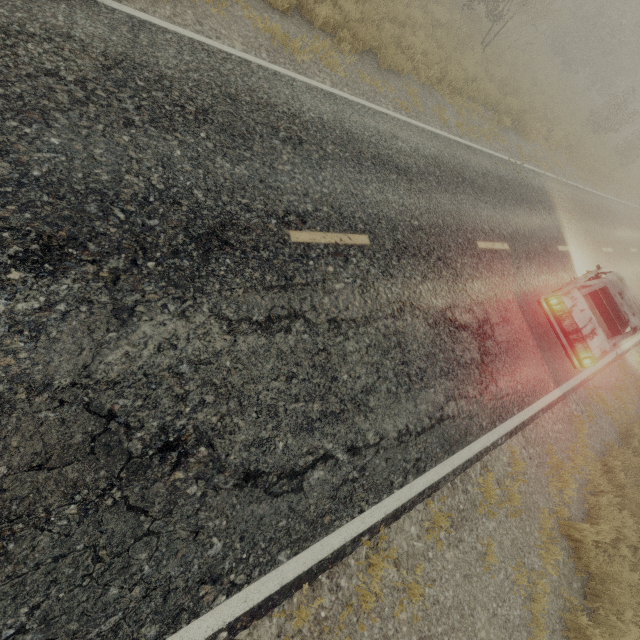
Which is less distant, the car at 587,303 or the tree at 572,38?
the car at 587,303

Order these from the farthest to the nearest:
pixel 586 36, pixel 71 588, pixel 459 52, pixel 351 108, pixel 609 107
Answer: pixel 586 36
pixel 609 107
pixel 459 52
pixel 351 108
pixel 71 588

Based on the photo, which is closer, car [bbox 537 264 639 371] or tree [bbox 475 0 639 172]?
car [bbox 537 264 639 371]
